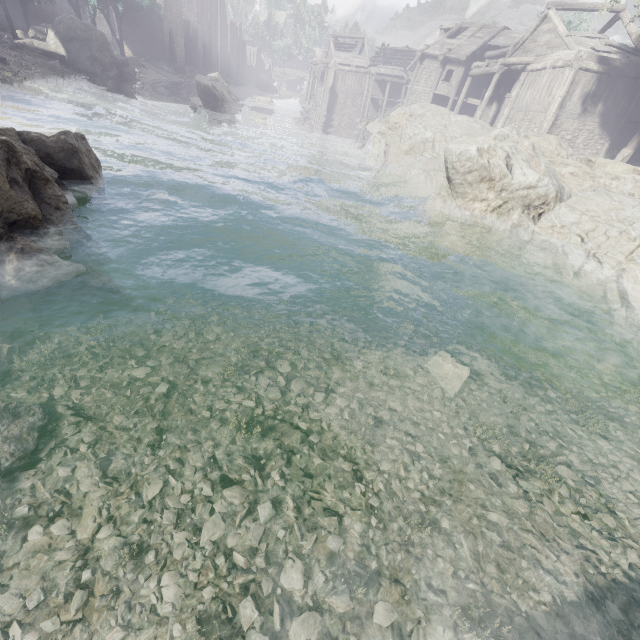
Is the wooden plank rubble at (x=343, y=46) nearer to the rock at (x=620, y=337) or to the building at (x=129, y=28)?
the building at (x=129, y=28)

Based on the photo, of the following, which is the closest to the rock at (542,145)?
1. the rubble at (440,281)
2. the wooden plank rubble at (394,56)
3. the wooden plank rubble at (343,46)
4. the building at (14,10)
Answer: the rubble at (440,281)

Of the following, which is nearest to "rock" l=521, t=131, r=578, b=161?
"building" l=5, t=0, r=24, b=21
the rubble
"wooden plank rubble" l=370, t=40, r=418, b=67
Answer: the rubble

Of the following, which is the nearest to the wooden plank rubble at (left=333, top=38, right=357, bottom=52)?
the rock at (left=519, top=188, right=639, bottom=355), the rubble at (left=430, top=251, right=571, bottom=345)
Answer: the rock at (left=519, top=188, right=639, bottom=355)

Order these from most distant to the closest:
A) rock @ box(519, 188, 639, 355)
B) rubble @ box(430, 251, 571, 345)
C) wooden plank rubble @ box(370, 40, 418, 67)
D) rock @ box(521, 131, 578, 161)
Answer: wooden plank rubble @ box(370, 40, 418, 67)
rock @ box(521, 131, 578, 161)
rubble @ box(430, 251, 571, 345)
rock @ box(519, 188, 639, 355)

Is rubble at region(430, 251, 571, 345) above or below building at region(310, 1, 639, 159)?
below

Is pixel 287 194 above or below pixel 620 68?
below

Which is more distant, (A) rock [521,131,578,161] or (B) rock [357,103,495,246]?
(A) rock [521,131,578,161]
